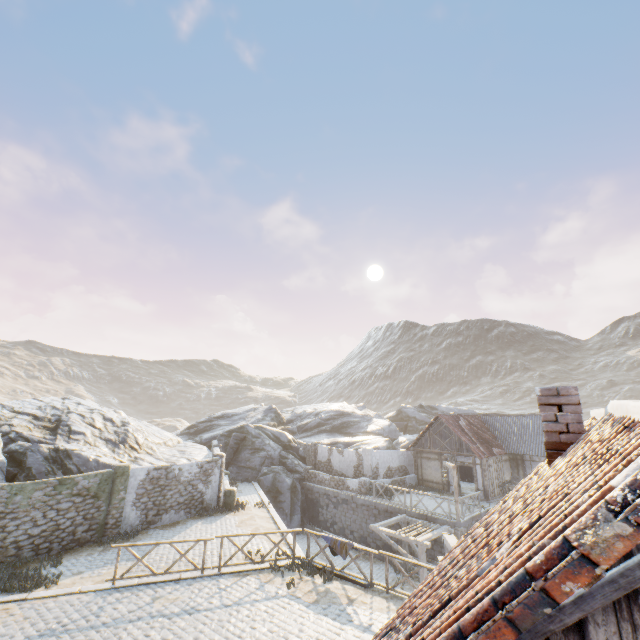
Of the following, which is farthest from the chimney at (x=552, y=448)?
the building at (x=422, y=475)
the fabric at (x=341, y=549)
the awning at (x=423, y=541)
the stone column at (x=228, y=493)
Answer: the building at (x=422, y=475)

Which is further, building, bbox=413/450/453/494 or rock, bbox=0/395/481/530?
building, bbox=413/450/453/494

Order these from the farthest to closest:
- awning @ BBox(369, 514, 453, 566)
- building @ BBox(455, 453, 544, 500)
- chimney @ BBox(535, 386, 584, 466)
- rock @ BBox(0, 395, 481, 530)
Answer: building @ BBox(455, 453, 544, 500), rock @ BBox(0, 395, 481, 530), awning @ BBox(369, 514, 453, 566), chimney @ BBox(535, 386, 584, 466)

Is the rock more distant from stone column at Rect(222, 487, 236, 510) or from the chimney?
the chimney

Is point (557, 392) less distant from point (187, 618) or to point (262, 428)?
point (187, 618)

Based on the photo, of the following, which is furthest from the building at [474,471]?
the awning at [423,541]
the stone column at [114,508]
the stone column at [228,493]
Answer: the stone column at [114,508]

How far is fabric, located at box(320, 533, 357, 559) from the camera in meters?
12.0 m

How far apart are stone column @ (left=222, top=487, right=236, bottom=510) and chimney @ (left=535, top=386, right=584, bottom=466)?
19.20m
